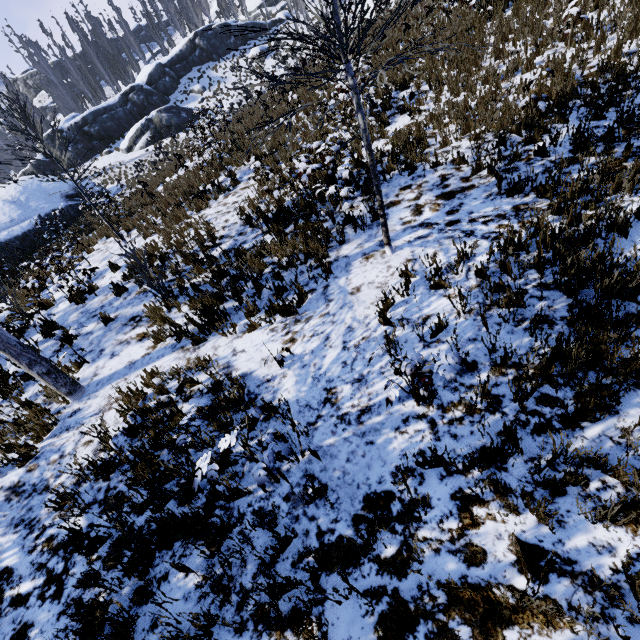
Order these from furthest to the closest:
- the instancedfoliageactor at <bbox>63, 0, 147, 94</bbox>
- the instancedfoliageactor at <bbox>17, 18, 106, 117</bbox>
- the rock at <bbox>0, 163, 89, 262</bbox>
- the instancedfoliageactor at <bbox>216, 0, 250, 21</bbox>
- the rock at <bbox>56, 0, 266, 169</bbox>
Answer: the instancedfoliageactor at <bbox>216, 0, 250, 21</bbox>
the instancedfoliageactor at <bbox>63, 0, 147, 94</bbox>
the instancedfoliageactor at <bbox>17, 18, 106, 117</bbox>
the rock at <bbox>56, 0, 266, 169</bbox>
the rock at <bbox>0, 163, 89, 262</bbox>

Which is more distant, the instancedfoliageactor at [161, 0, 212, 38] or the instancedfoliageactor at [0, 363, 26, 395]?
the instancedfoliageactor at [161, 0, 212, 38]

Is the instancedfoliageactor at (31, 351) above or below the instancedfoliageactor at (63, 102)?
below

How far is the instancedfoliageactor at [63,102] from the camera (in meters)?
36.66

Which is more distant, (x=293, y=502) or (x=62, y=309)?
(x=62, y=309)

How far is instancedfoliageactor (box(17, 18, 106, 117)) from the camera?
36.66m
